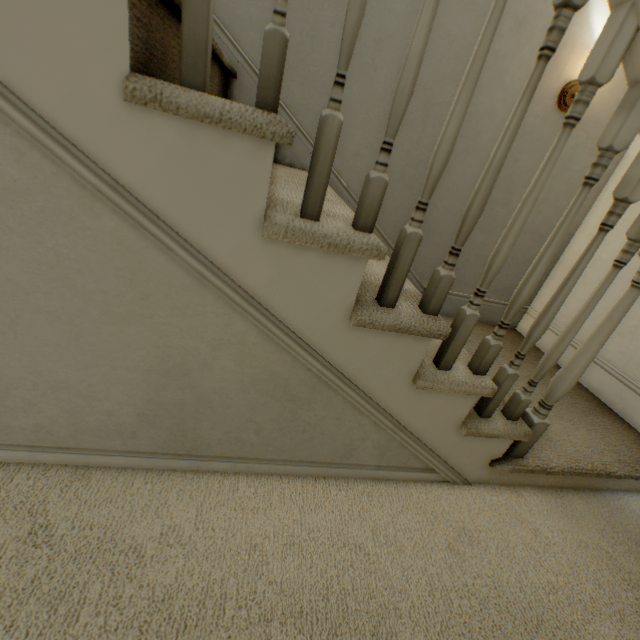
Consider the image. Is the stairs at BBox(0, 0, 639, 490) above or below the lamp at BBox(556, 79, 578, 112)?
below

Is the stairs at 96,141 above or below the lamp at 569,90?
below

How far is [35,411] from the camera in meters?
0.9

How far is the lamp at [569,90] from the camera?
1.7m

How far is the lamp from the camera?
1.69m

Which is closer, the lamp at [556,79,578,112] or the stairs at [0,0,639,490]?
the stairs at [0,0,639,490]
